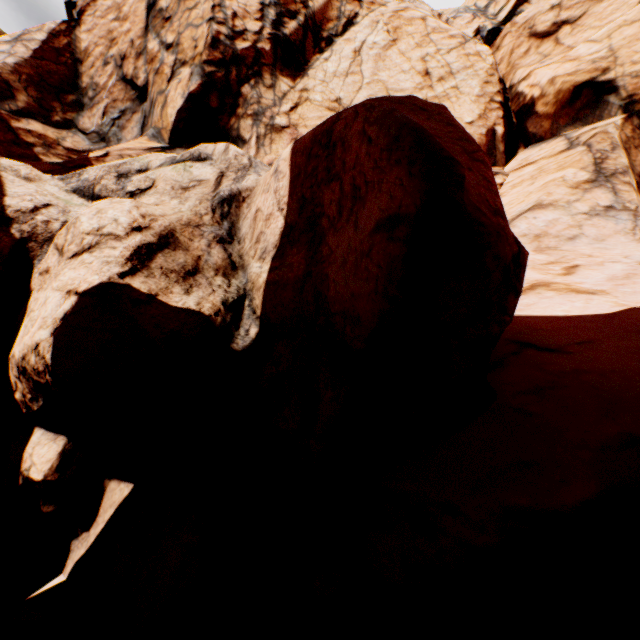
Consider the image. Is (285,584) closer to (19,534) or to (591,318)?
(19,534)
